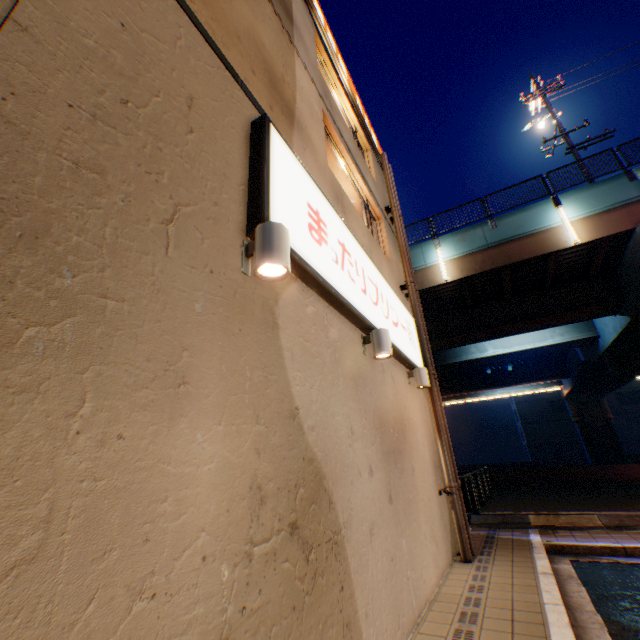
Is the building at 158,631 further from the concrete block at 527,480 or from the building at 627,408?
the building at 627,408

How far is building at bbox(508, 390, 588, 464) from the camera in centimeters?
4338cm

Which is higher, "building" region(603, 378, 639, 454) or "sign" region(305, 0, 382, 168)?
"sign" region(305, 0, 382, 168)

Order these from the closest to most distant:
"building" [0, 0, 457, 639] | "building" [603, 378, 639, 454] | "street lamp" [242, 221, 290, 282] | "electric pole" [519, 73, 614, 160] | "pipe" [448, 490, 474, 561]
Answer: "building" [0, 0, 457, 639] → "street lamp" [242, 221, 290, 282] → "pipe" [448, 490, 474, 561] → "electric pole" [519, 73, 614, 160] → "building" [603, 378, 639, 454]

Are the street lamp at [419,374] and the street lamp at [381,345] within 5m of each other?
yes

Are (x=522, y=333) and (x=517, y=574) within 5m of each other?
no

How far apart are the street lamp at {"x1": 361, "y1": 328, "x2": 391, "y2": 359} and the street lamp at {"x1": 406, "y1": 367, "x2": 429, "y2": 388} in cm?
236

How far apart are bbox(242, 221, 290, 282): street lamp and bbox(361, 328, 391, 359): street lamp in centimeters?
245cm
